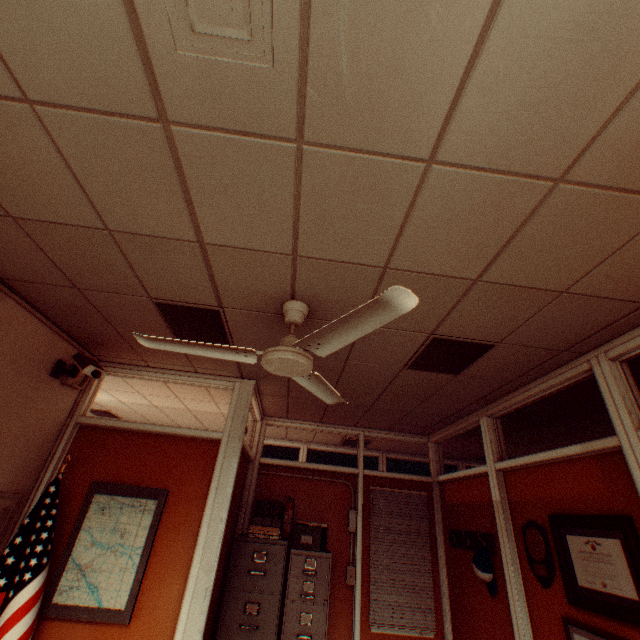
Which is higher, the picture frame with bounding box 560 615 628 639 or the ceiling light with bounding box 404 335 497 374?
the ceiling light with bounding box 404 335 497 374

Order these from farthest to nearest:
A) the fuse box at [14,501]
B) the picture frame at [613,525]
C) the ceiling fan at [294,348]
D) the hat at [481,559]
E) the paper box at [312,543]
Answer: the paper box at [312,543]
the hat at [481,559]
the fuse box at [14,501]
the picture frame at [613,525]
the ceiling fan at [294,348]

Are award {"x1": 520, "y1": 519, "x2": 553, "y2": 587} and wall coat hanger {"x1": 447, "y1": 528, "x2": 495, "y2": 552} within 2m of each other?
yes

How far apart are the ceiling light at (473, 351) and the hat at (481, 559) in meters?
2.0 m

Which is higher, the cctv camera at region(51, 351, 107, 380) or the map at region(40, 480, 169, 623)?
the cctv camera at region(51, 351, 107, 380)

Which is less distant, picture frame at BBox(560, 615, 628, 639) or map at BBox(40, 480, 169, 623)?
picture frame at BBox(560, 615, 628, 639)

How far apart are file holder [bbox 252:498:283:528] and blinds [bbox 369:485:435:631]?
1.3m

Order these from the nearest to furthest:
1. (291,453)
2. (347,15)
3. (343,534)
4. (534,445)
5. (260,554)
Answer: (347,15), (260,554), (343,534), (534,445), (291,453)
